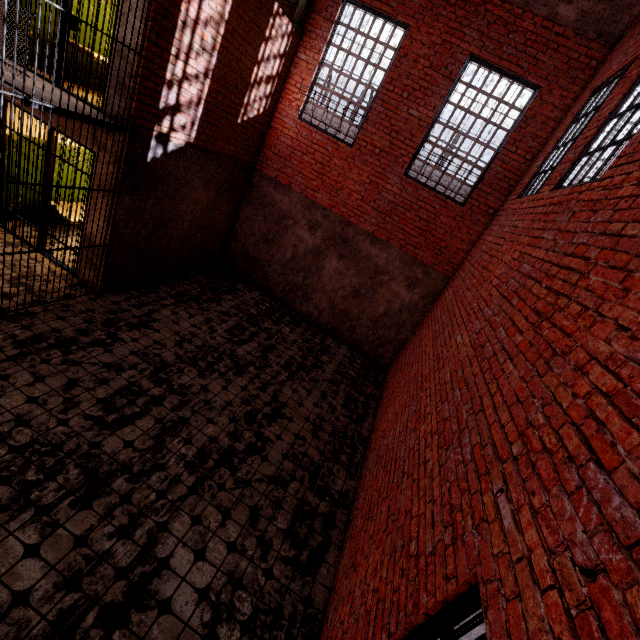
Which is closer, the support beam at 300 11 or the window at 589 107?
the window at 589 107

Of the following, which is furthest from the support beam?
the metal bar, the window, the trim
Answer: the metal bar

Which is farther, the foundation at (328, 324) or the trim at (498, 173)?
the foundation at (328, 324)

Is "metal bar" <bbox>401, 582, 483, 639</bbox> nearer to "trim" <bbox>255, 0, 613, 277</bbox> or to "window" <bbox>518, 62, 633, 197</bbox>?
"window" <bbox>518, 62, 633, 197</bbox>

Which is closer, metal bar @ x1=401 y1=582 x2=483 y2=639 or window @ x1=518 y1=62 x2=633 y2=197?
metal bar @ x1=401 y1=582 x2=483 y2=639

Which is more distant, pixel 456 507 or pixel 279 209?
pixel 279 209

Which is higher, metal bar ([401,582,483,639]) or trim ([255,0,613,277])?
trim ([255,0,613,277])

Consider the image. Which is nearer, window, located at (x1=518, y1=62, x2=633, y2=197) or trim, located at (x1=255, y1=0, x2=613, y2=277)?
window, located at (x1=518, y1=62, x2=633, y2=197)
